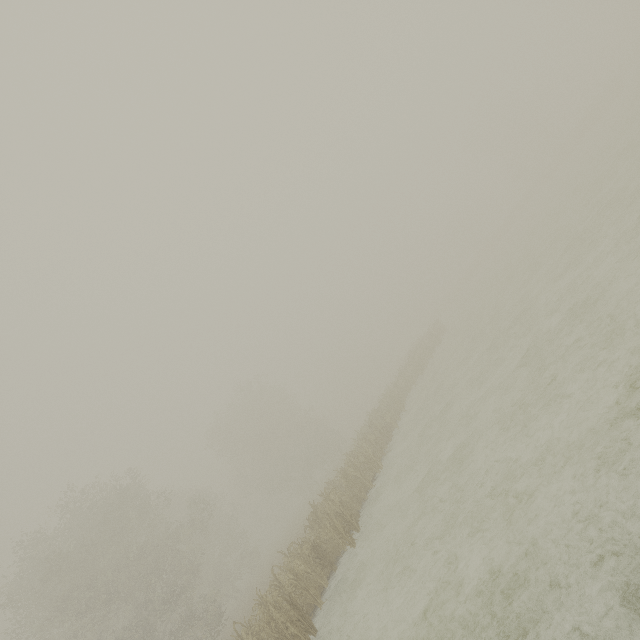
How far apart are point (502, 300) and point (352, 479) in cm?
1414
